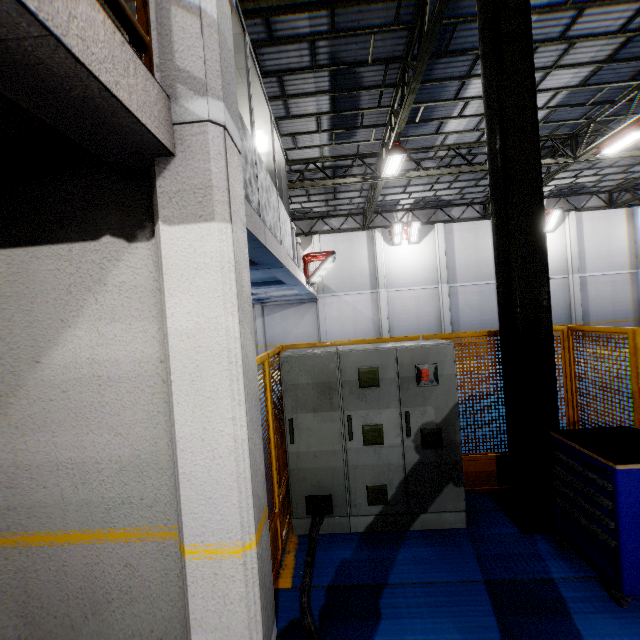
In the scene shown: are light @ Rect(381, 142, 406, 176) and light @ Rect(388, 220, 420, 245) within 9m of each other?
yes

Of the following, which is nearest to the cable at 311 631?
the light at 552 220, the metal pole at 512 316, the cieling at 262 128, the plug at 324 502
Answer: the plug at 324 502

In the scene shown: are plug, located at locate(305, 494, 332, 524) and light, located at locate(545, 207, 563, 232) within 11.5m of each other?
no

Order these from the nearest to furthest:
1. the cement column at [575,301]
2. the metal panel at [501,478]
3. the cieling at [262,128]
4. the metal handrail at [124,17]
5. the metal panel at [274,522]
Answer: the metal handrail at [124,17] → the metal panel at [274,522] → the metal panel at [501,478] → the cieling at [262,128] → the cement column at [575,301]

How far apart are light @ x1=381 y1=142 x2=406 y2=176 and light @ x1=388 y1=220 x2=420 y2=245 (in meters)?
7.57

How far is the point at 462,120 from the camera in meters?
11.3

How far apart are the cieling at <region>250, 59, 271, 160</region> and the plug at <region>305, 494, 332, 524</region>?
6.65m

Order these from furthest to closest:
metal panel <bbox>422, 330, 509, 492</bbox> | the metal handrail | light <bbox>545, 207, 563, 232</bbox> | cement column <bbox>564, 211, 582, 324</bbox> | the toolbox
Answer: cement column <bbox>564, 211, 582, 324</bbox> → light <bbox>545, 207, 563, 232</bbox> → metal panel <bbox>422, 330, 509, 492</bbox> → the toolbox → the metal handrail
